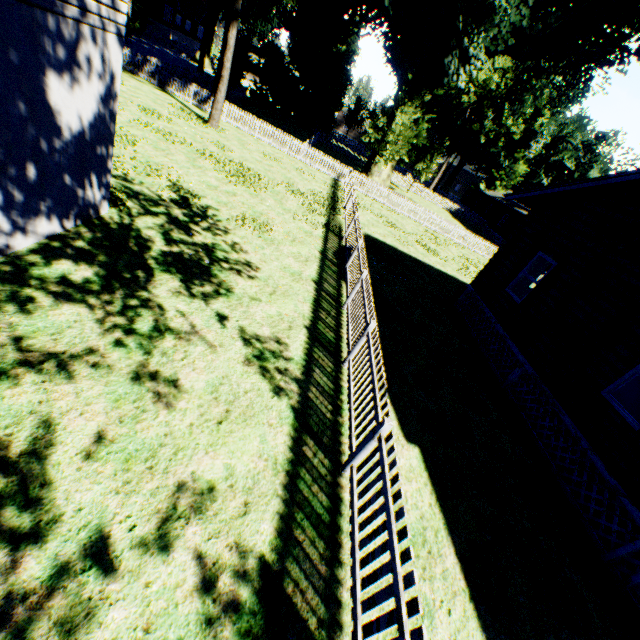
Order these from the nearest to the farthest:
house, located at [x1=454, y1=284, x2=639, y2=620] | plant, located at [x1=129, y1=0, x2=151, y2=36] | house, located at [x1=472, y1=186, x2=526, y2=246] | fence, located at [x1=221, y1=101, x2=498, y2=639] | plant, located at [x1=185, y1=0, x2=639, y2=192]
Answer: fence, located at [x1=221, y1=101, x2=498, y2=639] → house, located at [x1=454, y1=284, x2=639, y2=620] → plant, located at [x1=185, y1=0, x2=639, y2=192] → house, located at [x1=472, y1=186, x2=526, y2=246] → plant, located at [x1=129, y1=0, x2=151, y2=36]

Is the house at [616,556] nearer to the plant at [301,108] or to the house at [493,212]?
the plant at [301,108]

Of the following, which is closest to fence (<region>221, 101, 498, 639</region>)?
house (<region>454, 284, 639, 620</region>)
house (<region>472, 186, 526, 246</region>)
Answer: house (<region>472, 186, 526, 246</region>)

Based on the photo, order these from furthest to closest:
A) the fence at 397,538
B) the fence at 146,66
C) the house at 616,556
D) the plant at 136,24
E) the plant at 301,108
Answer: the plant at 136,24 → the fence at 146,66 → the plant at 301,108 → the house at 616,556 → the fence at 397,538

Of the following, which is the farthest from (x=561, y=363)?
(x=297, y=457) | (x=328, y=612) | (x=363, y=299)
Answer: (x=328, y=612)

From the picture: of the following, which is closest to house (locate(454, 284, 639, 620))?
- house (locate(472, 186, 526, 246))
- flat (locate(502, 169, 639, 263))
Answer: flat (locate(502, 169, 639, 263))

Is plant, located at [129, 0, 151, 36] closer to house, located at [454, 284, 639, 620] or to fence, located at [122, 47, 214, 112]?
fence, located at [122, 47, 214, 112]

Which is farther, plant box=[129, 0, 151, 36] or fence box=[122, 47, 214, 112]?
plant box=[129, 0, 151, 36]
